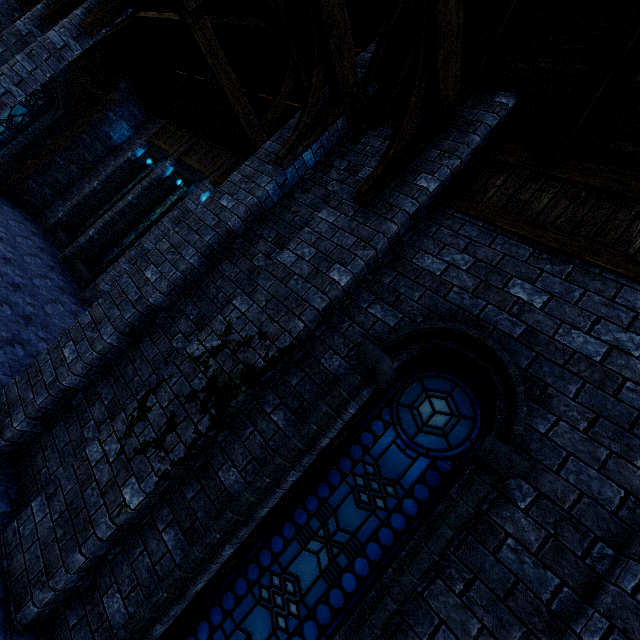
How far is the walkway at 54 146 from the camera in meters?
12.5 m

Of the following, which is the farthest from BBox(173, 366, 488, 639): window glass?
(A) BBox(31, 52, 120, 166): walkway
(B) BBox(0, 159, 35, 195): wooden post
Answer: (A) BBox(31, 52, 120, 166): walkway

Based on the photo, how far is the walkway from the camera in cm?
1252

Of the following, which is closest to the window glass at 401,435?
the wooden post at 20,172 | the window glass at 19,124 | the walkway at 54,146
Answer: the wooden post at 20,172

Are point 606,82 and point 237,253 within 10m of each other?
yes

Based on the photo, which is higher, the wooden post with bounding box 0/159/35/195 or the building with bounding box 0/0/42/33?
the building with bounding box 0/0/42/33

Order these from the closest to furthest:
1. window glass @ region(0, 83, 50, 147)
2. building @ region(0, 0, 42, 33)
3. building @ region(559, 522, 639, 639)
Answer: building @ region(559, 522, 639, 639) → building @ region(0, 0, 42, 33) → window glass @ region(0, 83, 50, 147)
